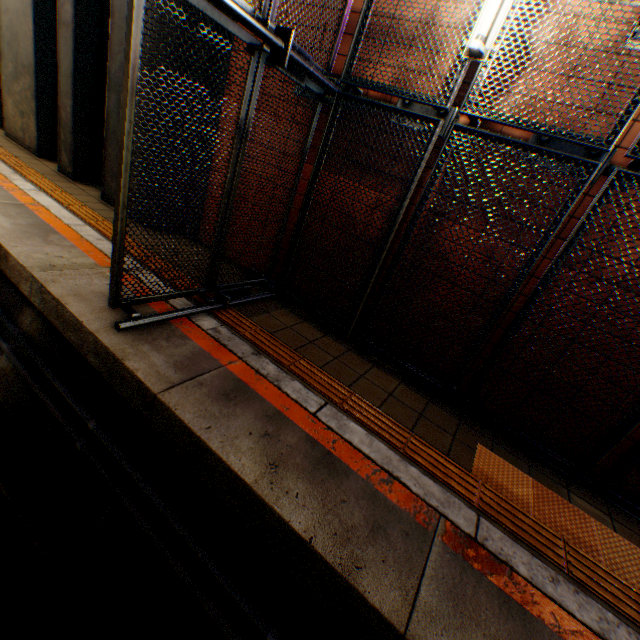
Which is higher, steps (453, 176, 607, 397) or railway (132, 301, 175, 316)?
steps (453, 176, 607, 397)

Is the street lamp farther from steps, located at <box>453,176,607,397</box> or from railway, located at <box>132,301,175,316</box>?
railway, located at <box>132,301,175,316</box>

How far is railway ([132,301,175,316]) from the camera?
3.1 meters

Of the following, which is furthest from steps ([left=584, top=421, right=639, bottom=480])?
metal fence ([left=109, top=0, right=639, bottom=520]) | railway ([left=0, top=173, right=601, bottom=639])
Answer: railway ([left=0, top=173, right=601, bottom=639])

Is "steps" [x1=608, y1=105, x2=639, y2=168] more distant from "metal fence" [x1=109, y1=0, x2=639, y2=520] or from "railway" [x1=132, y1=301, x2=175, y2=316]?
"railway" [x1=132, y1=301, x2=175, y2=316]

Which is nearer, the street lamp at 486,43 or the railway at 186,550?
the railway at 186,550

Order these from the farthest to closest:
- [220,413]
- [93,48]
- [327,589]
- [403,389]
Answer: [93,48]
[403,389]
[220,413]
[327,589]

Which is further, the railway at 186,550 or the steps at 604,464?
the steps at 604,464
